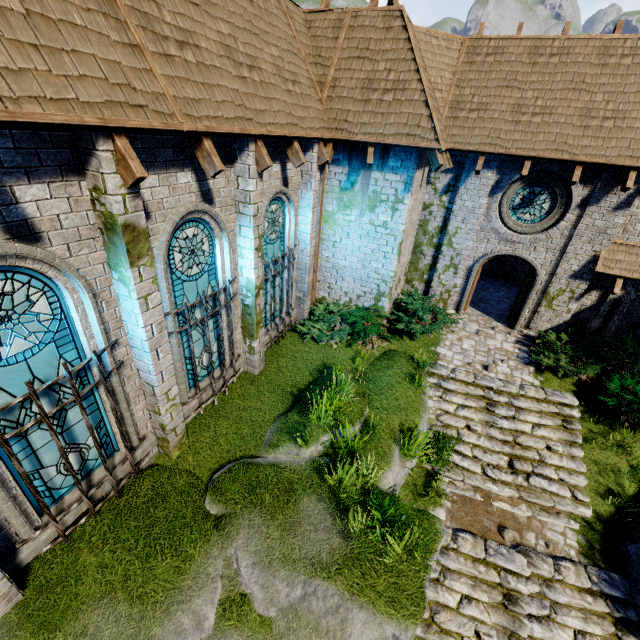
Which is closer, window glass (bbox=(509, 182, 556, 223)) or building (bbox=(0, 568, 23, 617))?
building (bbox=(0, 568, 23, 617))

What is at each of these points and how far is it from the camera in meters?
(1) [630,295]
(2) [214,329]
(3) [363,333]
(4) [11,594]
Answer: (1) window slit, 10.5 m
(2) window glass, 7.5 m
(3) bush, 10.5 m
(4) building, 4.2 m

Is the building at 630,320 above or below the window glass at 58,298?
below

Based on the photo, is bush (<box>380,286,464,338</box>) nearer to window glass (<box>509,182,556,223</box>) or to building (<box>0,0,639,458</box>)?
building (<box>0,0,639,458</box>)

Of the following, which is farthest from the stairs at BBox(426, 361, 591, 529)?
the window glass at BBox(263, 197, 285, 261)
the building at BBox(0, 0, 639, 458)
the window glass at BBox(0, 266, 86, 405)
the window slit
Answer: the window glass at BBox(0, 266, 86, 405)

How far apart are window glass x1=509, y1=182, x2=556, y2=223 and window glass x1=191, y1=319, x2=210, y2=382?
9.91m

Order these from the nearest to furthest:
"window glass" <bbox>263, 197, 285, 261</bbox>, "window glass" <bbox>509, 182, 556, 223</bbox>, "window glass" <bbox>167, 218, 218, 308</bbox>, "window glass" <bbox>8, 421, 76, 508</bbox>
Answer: "window glass" <bbox>8, 421, 76, 508</bbox> → "window glass" <bbox>167, 218, 218, 308</bbox> → "window glass" <bbox>263, 197, 285, 261</bbox> → "window glass" <bbox>509, 182, 556, 223</bbox>

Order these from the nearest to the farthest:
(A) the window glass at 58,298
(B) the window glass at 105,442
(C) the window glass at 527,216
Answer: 1. (A) the window glass at 58,298
2. (B) the window glass at 105,442
3. (C) the window glass at 527,216
